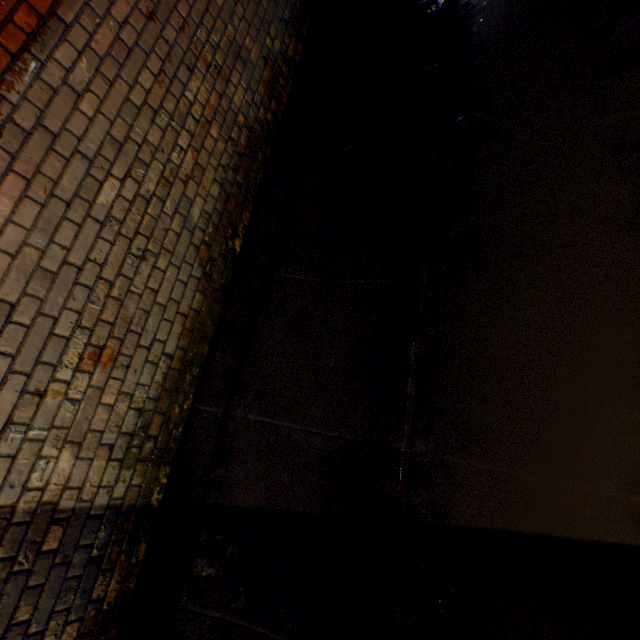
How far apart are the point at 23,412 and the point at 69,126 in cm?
159
